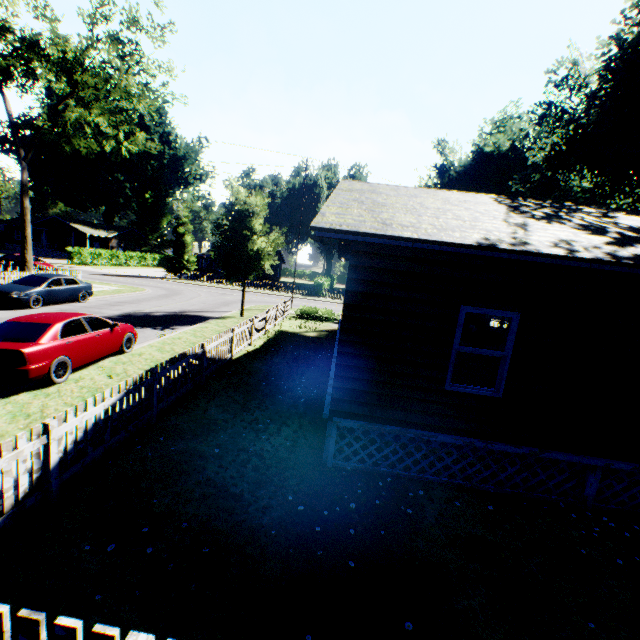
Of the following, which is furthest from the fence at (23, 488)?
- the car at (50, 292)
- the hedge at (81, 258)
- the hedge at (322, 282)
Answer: the hedge at (322, 282)

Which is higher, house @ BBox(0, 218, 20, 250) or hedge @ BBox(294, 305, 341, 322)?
house @ BBox(0, 218, 20, 250)

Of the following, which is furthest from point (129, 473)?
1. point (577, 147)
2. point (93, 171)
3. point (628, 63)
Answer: point (93, 171)

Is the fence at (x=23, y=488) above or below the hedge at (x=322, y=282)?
below

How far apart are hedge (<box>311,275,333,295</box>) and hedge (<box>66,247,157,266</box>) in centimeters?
3105cm

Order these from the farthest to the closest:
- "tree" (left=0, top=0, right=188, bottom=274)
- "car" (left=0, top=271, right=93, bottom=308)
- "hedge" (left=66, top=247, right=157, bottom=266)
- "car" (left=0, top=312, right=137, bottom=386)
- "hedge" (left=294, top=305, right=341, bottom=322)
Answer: "hedge" (left=66, top=247, right=157, bottom=266)
"hedge" (left=294, top=305, right=341, bottom=322)
"tree" (left=0, top=0, right=188, bottom=274)
"car" (left=0, top=271, right=93, bottom=308)
"car" (left=0, top=312, right=137, bottom=386)

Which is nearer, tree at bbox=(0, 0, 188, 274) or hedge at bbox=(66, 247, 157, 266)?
tree at bbox=(0, 0, 188, 274)

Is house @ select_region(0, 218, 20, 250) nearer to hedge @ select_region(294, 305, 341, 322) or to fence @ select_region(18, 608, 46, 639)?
fence @ select_region(18, 608, 46, 639)
